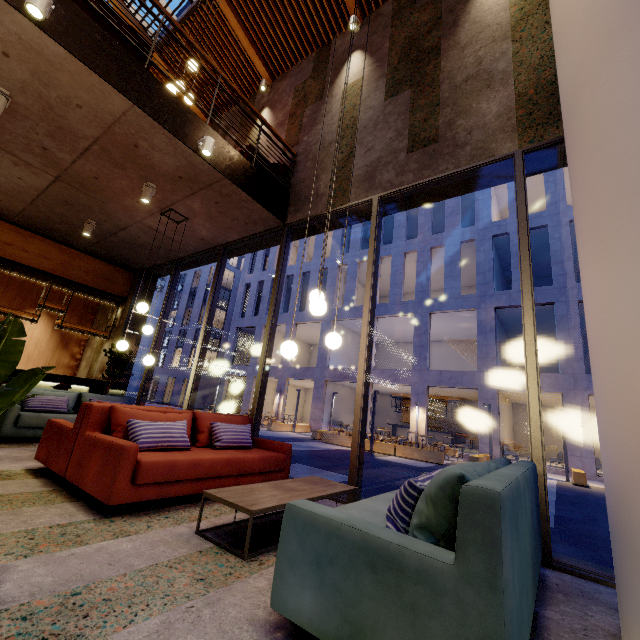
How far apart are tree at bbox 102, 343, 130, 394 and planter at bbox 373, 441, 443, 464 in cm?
1139

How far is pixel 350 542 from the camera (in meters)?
1.46

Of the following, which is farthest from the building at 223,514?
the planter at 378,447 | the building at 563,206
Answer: the building at 563,206

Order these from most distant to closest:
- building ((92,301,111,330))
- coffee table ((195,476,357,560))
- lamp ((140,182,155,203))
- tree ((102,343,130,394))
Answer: building ((92,301,111,330)) < tree ((102,343,130,394)) < lamp ((140,182,155,203)) < coffee table ((195,476,357,560))

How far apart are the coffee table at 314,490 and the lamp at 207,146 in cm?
450

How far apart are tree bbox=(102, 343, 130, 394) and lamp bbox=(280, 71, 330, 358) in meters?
6.2 m

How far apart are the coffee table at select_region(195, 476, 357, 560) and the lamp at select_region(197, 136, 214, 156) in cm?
450

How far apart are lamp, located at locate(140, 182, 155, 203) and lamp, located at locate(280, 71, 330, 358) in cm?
331
